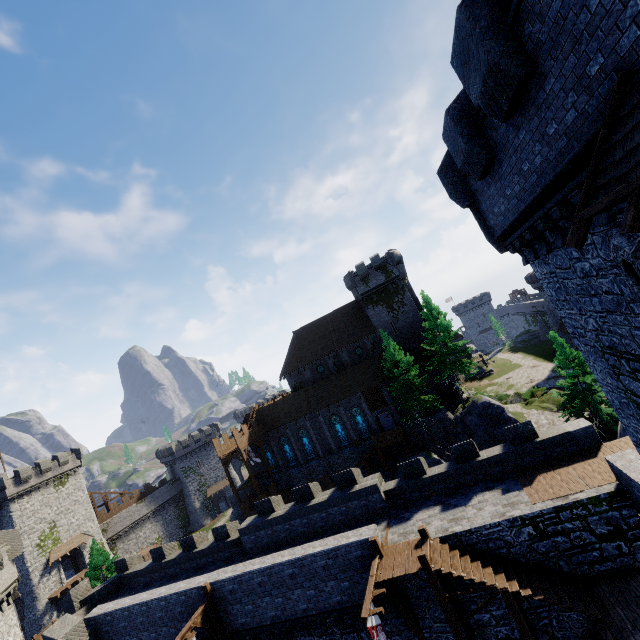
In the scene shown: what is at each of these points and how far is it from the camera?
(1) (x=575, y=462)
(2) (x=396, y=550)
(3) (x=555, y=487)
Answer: (1) walkway, 14.7m
(2) walkway, 14.2m
(3) walkway, 13.7m

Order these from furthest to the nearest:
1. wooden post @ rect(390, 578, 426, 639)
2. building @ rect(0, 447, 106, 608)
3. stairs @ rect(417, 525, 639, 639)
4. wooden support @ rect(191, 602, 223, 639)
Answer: building @ rect(0, 447, 106, 608), wooden support @ rect(191, 602, 223, 639), wooden post @ rect(390, 578, 426, 639), stairs @ rect(417, 525, 639, 639)

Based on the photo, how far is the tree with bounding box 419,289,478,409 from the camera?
33.41m

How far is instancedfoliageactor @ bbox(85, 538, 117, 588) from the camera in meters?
34.5

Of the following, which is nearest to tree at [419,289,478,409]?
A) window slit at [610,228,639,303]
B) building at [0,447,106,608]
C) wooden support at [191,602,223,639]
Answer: wooden support at [191,602,223,639]

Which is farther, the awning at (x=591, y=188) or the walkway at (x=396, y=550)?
the walkway at (x=396, y=550)

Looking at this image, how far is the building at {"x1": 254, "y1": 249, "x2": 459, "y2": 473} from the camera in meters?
40.1 m

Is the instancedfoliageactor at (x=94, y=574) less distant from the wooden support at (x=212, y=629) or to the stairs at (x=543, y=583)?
the wooden support at (x=212, y=629)
